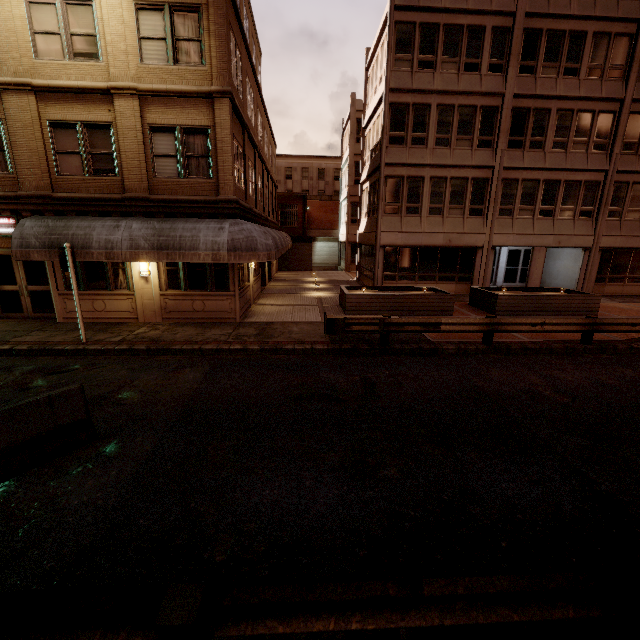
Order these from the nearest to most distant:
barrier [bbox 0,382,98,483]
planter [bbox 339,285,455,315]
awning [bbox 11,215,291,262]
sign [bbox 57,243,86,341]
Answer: barrier [bbox 0,382,98,483]
sign [bbox 57,243,86,341]
awning [bbox 11,215,291,262]
planter [bbox 339,285,455,315]

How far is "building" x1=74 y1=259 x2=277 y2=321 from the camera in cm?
1242

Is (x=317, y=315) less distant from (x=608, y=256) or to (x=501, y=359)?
(x=501, y=359)

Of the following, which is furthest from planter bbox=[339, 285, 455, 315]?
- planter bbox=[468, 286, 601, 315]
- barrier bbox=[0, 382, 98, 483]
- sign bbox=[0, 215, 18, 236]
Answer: sign bbox=[0, 215, 18, 236]

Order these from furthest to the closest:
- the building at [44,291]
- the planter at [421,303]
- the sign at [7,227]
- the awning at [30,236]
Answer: the planter at [421,303] < the building at [44,291] < the sign at [7,227] < the awning at [30,236]

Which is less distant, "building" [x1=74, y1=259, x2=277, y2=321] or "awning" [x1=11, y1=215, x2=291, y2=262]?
"awning" [x1=11, y1=215, x2=291, y2=262]

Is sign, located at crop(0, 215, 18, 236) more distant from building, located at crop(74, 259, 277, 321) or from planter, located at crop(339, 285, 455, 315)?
planter, located at crop(339, 285, 455, 315)

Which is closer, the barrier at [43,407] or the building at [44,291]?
the barrier at [43,407]
